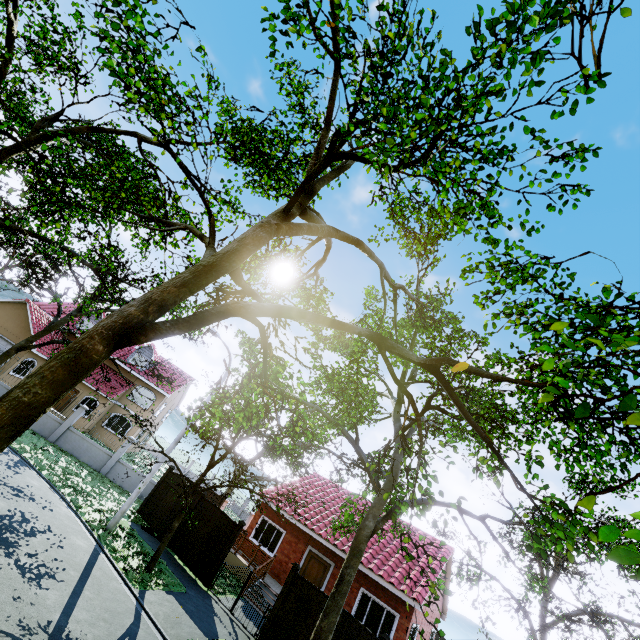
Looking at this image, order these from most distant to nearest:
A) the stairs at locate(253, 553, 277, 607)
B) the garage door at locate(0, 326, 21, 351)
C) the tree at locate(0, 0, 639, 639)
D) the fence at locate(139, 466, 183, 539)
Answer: the garage door at locate(0, 326, 21, 351), the fence at locate(139, 466, 183, 539), the stairs at locate(253, 553, 277, 607), the tree at locate(0, 0, 639, 639)

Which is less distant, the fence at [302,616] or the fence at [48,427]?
the fence at [302,616]

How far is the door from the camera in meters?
16.5 m

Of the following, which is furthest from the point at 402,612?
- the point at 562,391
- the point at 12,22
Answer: the point at 12,22

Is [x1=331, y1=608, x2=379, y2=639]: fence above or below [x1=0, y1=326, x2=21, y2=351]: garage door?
below

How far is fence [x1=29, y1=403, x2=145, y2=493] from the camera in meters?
19.8

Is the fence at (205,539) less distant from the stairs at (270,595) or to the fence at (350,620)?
the stairs at (270,595)

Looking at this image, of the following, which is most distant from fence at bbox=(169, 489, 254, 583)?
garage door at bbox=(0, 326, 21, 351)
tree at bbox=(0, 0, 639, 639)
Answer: garage door at bbox=(0, 326, 21, 351)
